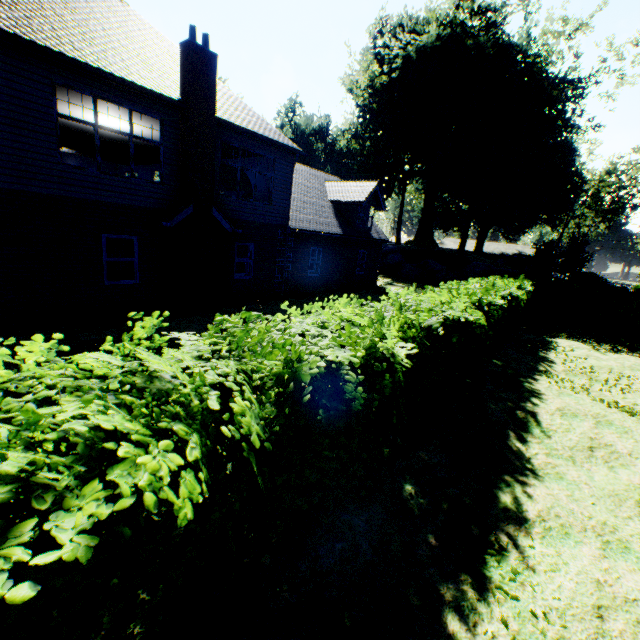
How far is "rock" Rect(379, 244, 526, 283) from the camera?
31.7 meters

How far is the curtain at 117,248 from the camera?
10.4 meters

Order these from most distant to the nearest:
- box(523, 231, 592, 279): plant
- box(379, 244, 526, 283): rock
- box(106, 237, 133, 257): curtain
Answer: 1. box(379, 244, 526, 283): rock
2. box(523, 231, 592, 279): plant
3. box(106, 237, 133, 257): curtain

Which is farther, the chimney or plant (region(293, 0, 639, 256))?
plant (region(293, 0, 639, 256))

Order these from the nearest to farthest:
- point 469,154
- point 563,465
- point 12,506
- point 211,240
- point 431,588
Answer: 1. point 12,506
2. point 431,588
3. point 563,465
4. point 211,240
5. point 469,154

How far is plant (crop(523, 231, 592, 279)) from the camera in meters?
26.4 m

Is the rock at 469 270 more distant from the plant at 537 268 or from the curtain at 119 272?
the curtain at 119 272

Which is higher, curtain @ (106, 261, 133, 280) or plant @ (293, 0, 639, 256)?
plant @ (293, 0, 639, 256)
